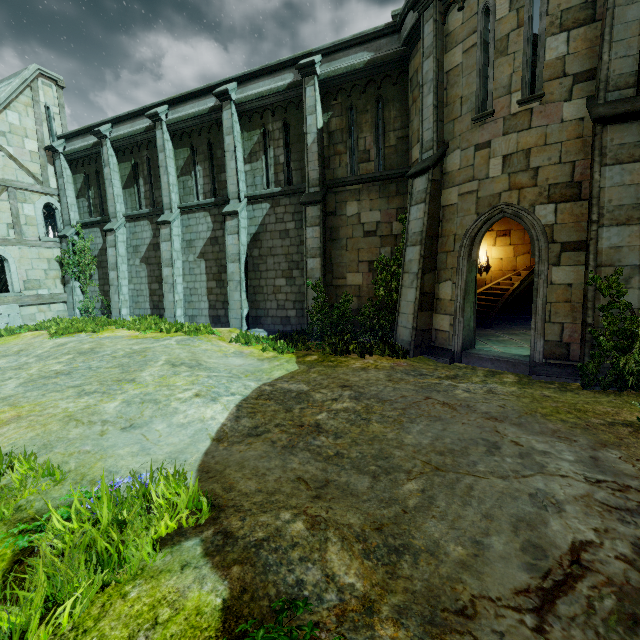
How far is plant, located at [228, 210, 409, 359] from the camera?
9.7 meters

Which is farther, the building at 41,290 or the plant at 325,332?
the building at 41,290

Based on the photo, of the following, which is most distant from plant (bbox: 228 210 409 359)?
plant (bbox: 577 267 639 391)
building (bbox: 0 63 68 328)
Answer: building (bbox: 0 63 68 328)

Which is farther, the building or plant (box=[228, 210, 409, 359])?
the building

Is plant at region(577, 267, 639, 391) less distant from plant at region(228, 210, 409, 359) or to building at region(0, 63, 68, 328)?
plant at region(228, 210, 409, 359)

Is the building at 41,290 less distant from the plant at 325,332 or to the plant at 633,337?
the plant at 325,332

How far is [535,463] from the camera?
4.01m
